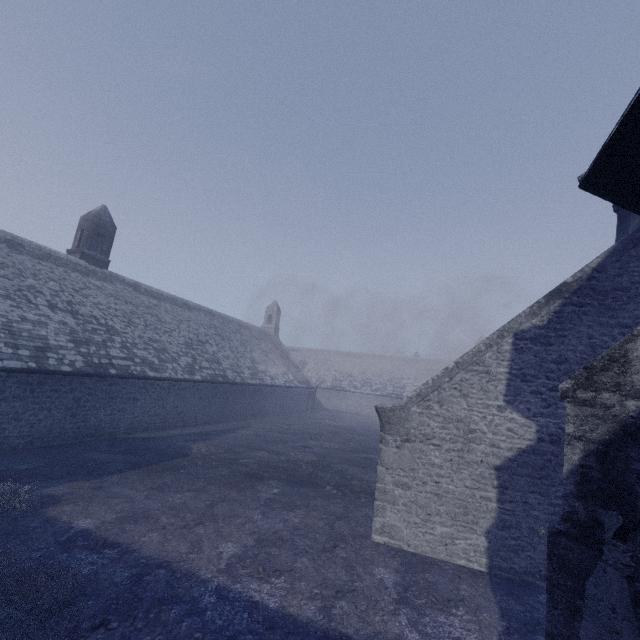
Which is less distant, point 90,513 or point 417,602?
point 417,602
